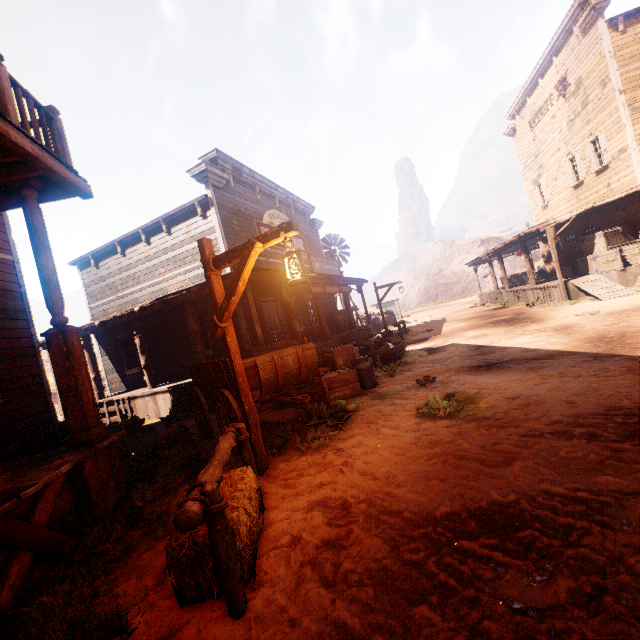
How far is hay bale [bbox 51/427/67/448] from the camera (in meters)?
7.77

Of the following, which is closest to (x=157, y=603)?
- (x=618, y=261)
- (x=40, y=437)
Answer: (x=40, y=437)

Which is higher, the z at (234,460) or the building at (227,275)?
the building at (227,275)

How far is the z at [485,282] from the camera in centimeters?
5209cm

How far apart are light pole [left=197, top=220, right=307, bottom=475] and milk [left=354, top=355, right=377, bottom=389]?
3.7m

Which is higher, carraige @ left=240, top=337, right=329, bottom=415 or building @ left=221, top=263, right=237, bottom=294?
building @ left=221, top=263, right=237, bottom=294

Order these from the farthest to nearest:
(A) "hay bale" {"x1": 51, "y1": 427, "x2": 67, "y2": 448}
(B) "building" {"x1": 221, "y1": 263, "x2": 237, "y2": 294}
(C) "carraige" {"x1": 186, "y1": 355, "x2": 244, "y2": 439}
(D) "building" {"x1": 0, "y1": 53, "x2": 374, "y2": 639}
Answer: (B) "building" {"x1": 221, "y1": 263, "x2": 237, "y2": 294}
(A) "hay bale" {"x1": 51, "y1": 427, "x2": 67, "y2": 448}
(C) "carraige" {"x1": 186, "y1": 355, "x2": 244, "y2": 439}
(D) "building" {"x1": 0, "y1": 53, "x2": 374, "y2": 639}

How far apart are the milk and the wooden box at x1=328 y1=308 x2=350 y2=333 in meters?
9.5 m
